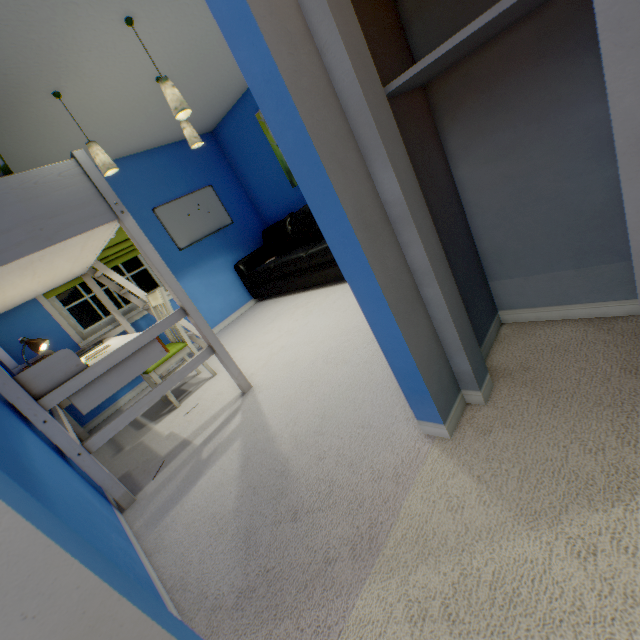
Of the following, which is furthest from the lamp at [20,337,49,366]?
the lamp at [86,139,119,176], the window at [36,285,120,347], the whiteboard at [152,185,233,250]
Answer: the whiteboard at [152,185,233,250]

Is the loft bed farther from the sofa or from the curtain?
the sofa

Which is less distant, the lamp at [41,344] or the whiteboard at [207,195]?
the lamp at [41,344]

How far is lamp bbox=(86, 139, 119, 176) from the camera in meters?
2.4 m

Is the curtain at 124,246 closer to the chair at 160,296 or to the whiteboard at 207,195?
the whiteboard at 207,195

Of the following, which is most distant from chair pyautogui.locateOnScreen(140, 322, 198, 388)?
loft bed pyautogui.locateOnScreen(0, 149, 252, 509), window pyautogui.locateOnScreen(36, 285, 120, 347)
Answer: window pyautogui.locateOnScreen(36, 285, 120, 347)

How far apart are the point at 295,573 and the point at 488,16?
1.7 meters

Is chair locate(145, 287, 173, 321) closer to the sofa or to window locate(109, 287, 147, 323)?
window locate(109, 287, 147, 323)
